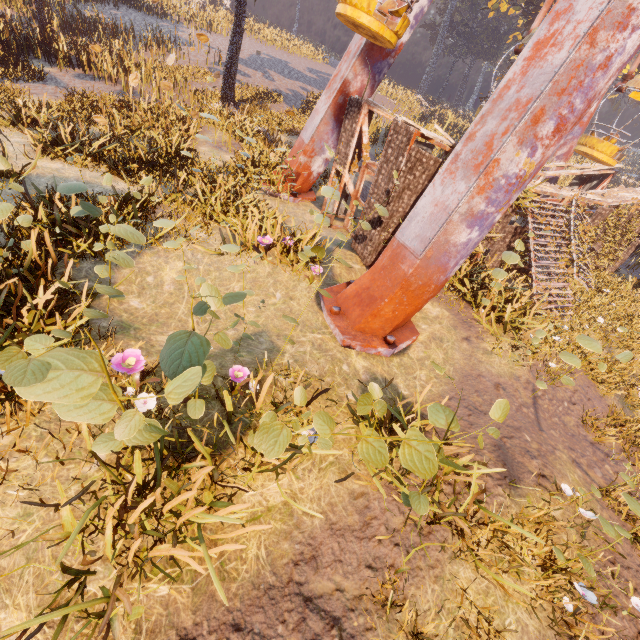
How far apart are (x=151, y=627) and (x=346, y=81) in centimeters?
1411cm

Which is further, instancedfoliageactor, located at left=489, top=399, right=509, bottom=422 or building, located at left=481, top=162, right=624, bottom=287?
building, located at left=481, top=162, right=624, bottom=287

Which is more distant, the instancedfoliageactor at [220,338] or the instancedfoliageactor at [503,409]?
the instancedfoliageactor at [220,338]

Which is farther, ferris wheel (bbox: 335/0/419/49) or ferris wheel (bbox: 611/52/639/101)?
ferris wheel (bbox: 611/52/639/101)

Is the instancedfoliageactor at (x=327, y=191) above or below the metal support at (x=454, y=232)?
above

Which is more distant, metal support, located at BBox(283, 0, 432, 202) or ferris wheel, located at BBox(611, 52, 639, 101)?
ferris wheel, located at BBox(611, 52, 639, 101)

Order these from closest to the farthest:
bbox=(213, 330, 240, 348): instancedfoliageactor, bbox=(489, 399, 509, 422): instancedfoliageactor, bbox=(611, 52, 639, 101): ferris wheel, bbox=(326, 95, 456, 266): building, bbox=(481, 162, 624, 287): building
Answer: bbox=(489, 399, 509, 422): instancedfoliageactor
bbox=(213, 330, 240, 348): instancedfoliageactor
bbox=(326, 95, 456, 266): building
bbox=(481, 162, 624, 287): building
bbox=(611, 52, 639, 101): ferris wheel

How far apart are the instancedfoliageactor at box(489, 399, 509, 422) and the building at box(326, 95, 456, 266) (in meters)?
6.95
